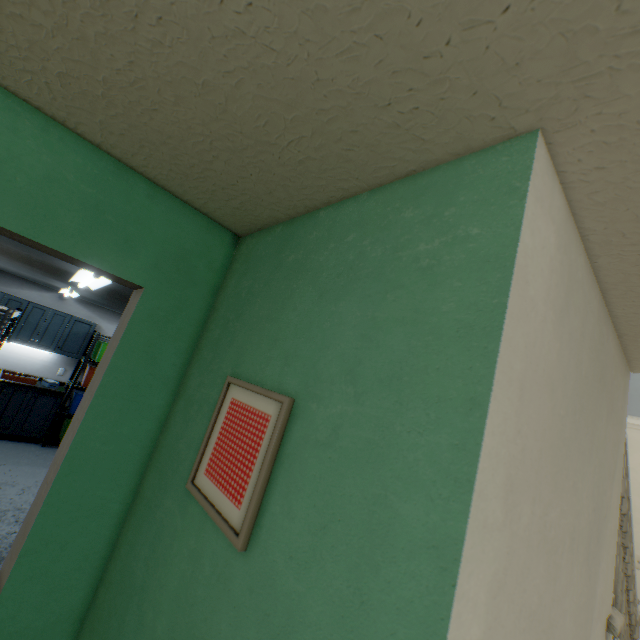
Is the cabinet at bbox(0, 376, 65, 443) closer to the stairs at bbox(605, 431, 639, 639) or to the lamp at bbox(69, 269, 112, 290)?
the lamp at bbox(69, 269, 112, 290)

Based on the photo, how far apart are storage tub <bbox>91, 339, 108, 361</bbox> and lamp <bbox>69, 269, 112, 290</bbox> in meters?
3.2 m

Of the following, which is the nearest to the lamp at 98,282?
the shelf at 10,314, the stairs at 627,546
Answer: the shelf at 10,314

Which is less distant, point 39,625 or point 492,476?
point 492,476

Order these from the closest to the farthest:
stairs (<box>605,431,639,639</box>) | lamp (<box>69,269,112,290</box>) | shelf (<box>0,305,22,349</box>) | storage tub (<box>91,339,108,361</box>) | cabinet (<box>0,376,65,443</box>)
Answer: stairs (<box>605,431,639,639</box>)
lamp (<box>69,269,112,290</box>)
shelf (<box>0,305,22,349</box>)
cabinet (<box>0,376,65,443</box>)
storage tub (<box>91,339,108,361</box>)

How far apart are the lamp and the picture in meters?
1.8 m

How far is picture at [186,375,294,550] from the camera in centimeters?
76cm

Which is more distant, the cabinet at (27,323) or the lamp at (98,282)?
the cabinet at (27,323)
